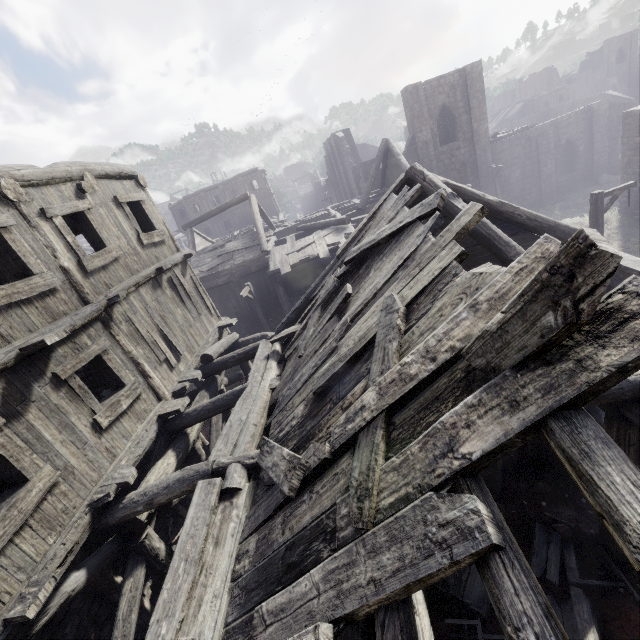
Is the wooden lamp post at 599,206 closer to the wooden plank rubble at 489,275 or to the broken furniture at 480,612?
the wooden plank rubble at 489,275

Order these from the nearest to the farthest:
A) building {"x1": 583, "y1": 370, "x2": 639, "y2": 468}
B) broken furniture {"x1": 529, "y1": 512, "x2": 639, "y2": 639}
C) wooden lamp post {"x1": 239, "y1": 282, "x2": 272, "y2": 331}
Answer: building {"x1": 583, "y1": 370, "x2": 639, "y2": 468} < broken furniture {"x1": 529, "y1": 512, "x2": 639, "y2": 639} < wooden lamp post {"x1": 239, "y1": 282, "x2": 272, "y2": 331}

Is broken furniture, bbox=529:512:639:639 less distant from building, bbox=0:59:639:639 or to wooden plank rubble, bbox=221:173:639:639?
building, bbox=0:59:639:639

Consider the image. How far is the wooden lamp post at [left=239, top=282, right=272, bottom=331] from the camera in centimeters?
1605cm

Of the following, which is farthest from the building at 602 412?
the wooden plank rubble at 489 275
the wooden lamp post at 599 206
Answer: the wooden lamp post at 599 206

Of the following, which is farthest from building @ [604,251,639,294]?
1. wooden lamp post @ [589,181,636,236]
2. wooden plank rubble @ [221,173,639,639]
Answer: wooden lamp post @ [589,181,636,236]

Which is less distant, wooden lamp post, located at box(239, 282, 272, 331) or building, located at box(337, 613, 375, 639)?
building, located at box(337, 613, 375, 639)

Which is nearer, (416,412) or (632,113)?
(416,412)
